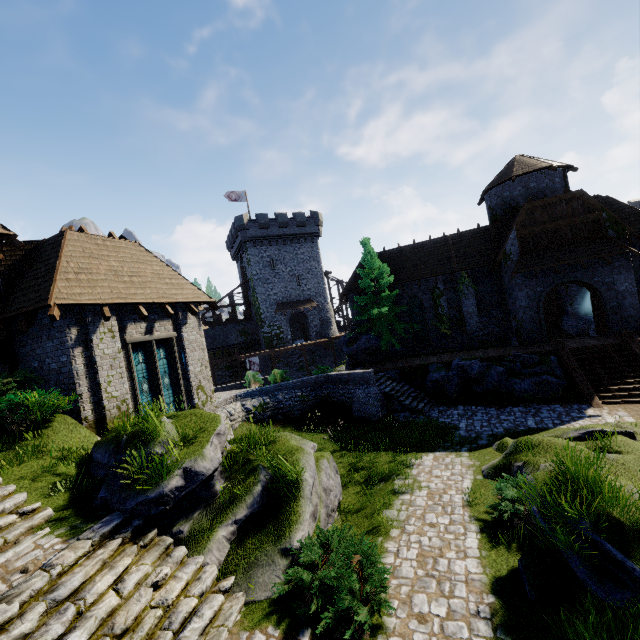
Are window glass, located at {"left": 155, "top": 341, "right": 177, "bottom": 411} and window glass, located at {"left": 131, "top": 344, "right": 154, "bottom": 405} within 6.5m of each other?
yes

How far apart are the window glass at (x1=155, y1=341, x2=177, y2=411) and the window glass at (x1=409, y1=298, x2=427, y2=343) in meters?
19.2 m

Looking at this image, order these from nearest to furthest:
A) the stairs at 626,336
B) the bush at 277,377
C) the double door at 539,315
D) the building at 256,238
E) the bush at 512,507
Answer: the bush at 512,507
the stairs at 626,336
the double door at 539,315
the bush at 277,377
the building at 256,238

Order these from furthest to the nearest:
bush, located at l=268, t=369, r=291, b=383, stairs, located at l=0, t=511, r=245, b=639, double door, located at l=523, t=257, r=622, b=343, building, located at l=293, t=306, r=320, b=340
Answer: building, located at l=293, t=306, r=320, b=340
bush, located at l=268, t=369, r=291, b=383
double door, located at l=523, t=257, r=622, b=343
stairs, located at l=0, t=511, r=245, b=639

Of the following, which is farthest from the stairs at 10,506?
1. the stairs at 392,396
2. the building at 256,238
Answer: the building at 256,238

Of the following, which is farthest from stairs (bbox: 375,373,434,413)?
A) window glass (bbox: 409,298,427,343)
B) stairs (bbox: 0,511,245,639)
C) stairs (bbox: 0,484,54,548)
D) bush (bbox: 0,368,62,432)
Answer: stairs (bbox: 0,484,54,548)

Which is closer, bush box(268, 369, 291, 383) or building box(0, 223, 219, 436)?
building box(0, 223, 219, 436)

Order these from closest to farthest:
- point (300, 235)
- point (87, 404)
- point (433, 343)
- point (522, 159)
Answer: point (87, 404), point (522, 159), point (433, 343), point (300, 235)
